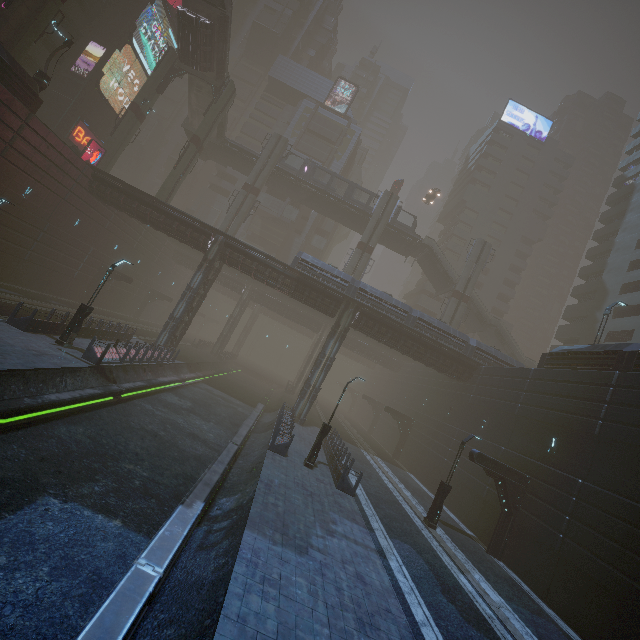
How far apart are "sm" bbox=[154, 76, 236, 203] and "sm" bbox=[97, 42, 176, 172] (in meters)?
6.52

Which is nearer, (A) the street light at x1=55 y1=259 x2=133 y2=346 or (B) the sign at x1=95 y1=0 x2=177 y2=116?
(A) the street light at x1=55 y1=259 x2=133 y2=346

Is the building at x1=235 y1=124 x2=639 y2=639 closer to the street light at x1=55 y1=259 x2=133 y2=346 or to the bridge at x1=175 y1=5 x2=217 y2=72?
the street light at x1=55 y1=259 x2=133 y2=346

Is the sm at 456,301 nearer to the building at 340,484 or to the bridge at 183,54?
the building at 340,484

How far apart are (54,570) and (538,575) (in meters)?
20.29

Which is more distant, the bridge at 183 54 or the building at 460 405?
the bridge at 183 54

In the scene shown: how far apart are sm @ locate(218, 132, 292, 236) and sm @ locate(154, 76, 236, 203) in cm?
544

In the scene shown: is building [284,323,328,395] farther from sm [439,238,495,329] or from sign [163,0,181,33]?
sm [439,238,495,329]
